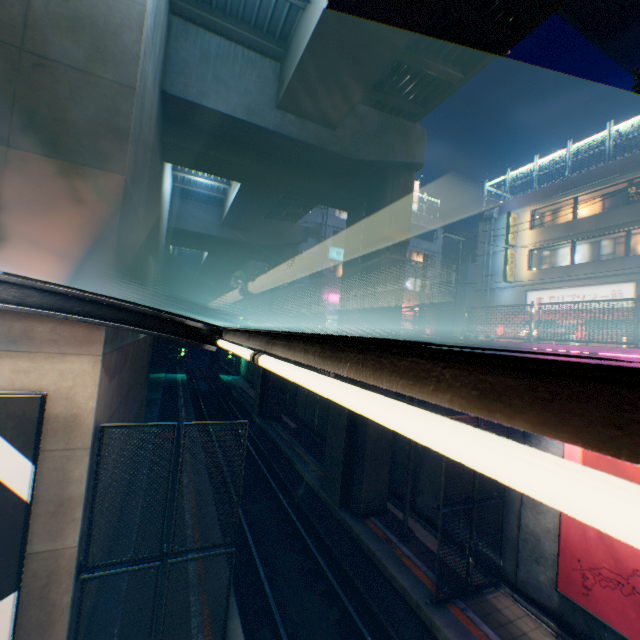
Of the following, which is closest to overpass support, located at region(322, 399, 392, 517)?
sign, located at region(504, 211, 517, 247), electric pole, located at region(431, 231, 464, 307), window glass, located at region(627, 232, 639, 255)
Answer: electric pole, located at region(431, 231, 464, 307)

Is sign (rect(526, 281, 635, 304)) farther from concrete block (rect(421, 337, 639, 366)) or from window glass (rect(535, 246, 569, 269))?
concrete block (rect(421, 337, 639, 366))

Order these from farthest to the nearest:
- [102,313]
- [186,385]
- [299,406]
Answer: [186,385]
[299,406]
[102,313]

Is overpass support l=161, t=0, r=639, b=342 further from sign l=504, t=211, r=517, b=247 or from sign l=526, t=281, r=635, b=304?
sign l=526, t=281, r=635, b=304

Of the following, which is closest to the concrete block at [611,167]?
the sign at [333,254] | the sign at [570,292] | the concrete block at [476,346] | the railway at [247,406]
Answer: the sign at [570,292]

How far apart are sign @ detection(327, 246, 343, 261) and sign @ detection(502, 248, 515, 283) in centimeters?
1228cm

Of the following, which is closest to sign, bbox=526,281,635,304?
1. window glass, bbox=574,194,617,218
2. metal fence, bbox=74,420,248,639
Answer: window glass, bbox=574,194,617,218

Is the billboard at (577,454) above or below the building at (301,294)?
below
